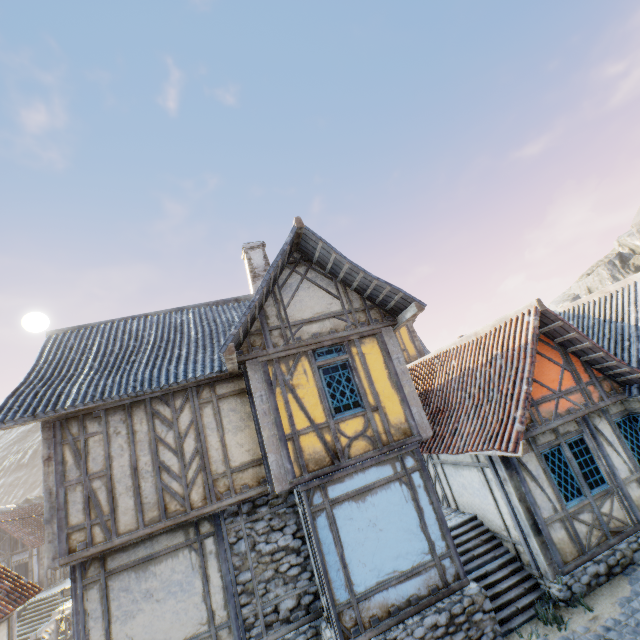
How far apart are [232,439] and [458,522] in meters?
6.7

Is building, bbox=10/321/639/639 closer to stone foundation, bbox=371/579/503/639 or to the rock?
stone foundation, bbox=371/579/503/639

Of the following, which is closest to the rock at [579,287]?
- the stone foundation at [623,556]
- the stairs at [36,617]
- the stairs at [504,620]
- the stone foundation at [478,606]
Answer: the stone foundation at [623,556]

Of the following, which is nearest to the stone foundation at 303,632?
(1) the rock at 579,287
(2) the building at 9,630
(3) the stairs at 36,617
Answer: (2) the building at 9,630

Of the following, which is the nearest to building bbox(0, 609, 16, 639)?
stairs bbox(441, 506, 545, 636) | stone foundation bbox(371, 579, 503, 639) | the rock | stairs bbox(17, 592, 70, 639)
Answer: stone foundation bbox(371, 579, 503, 639)

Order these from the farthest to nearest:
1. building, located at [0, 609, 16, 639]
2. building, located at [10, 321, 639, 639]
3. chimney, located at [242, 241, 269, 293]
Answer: chimney, located at [242, 241, 269, 293] < building, located at [0, 609, 16, 639] < building, located at [10, 321, 639, 639]

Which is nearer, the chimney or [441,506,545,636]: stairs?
[441,506,545,636]: stairs

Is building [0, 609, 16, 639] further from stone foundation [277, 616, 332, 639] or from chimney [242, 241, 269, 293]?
chimney [242, 241, 269, 293]
